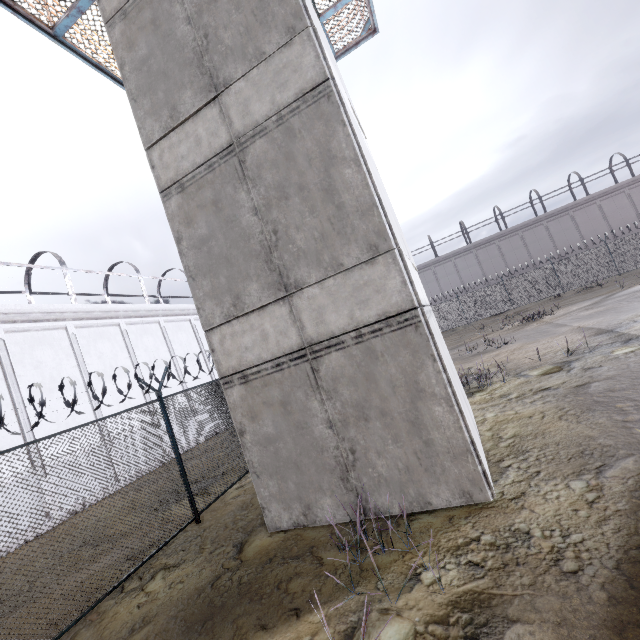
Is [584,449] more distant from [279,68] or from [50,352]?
[50,352]

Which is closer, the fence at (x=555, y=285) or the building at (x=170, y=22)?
the building at (x=170, y=22)

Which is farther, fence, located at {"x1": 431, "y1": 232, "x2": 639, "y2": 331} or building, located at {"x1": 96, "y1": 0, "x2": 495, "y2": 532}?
fence, located at {"x1": 431, "y1": 232, "x2": 639, "y2": 331}
